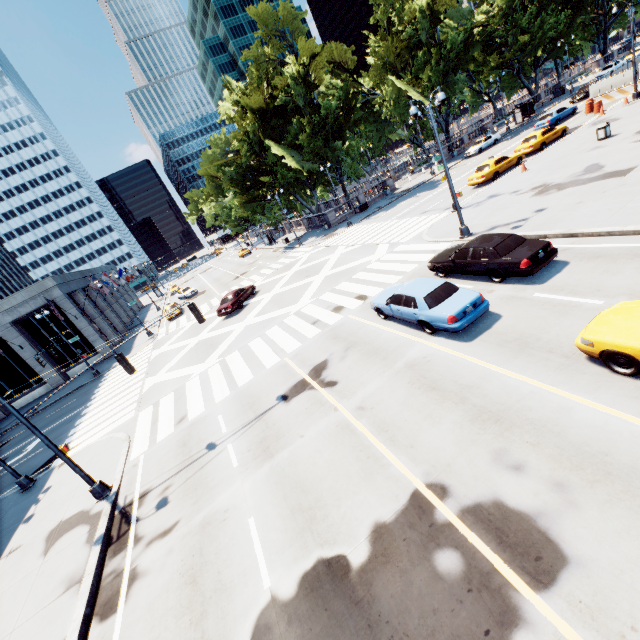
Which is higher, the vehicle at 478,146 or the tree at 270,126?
the tree at 270,126

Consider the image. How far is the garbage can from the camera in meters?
21.5

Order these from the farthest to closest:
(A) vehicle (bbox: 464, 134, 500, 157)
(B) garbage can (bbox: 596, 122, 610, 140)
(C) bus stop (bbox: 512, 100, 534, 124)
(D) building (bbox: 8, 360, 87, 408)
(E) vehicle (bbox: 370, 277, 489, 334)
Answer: (C) bus stop (bbox: 512, 100, 534, 124) < (A) vehicle (bbox: 464, 134, 500, 157) < (D) building (bbox: 8, 360, 87, 408) < (B) garbage can (bbox: 596, 122, 610, 140) < (E) vehicle (bbox: 370, 277, 489, 334)

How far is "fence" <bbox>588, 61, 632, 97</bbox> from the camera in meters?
30.7

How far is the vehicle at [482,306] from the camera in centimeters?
1049cm

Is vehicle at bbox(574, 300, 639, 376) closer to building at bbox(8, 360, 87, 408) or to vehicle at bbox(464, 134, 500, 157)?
building at bbox(8, 360, 87, 408)

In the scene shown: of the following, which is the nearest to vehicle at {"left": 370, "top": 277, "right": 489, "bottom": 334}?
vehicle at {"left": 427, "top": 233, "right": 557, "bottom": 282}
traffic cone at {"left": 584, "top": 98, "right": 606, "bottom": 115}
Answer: vehicle at {"left": 427, "top": 233, "right": 557, "bottom": 282}

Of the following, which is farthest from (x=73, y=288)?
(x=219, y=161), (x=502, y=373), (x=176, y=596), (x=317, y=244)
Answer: (x=502, y=373)
